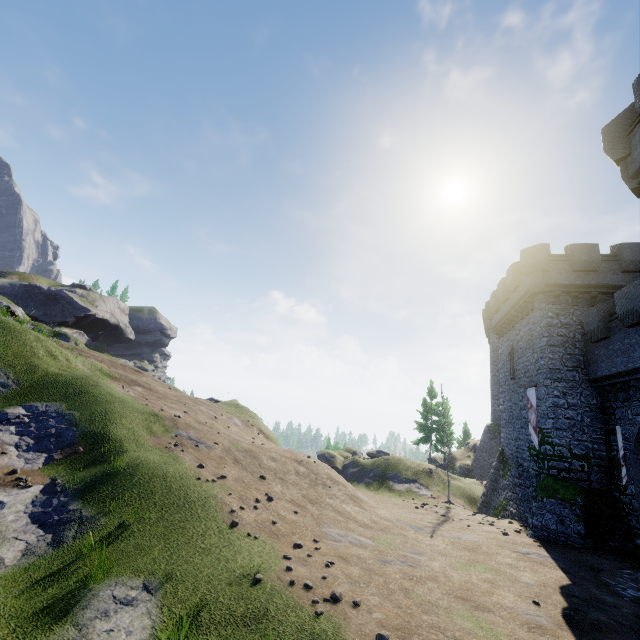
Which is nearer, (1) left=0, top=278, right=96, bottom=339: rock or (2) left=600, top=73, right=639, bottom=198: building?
(2) left=600, top=73, right=639, bottom=198: building

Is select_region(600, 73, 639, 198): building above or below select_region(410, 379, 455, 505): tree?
above

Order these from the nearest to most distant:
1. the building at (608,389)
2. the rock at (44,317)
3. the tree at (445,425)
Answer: the building at (608,389)
the tree at (445,425)
the rock at (44,317)

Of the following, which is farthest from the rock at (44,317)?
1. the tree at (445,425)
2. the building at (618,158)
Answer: the building at (618,158)

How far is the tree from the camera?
24.9 meters

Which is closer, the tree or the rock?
the tree

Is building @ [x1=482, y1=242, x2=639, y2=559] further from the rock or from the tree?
the rock

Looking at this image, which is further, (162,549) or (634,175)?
(634,175)
